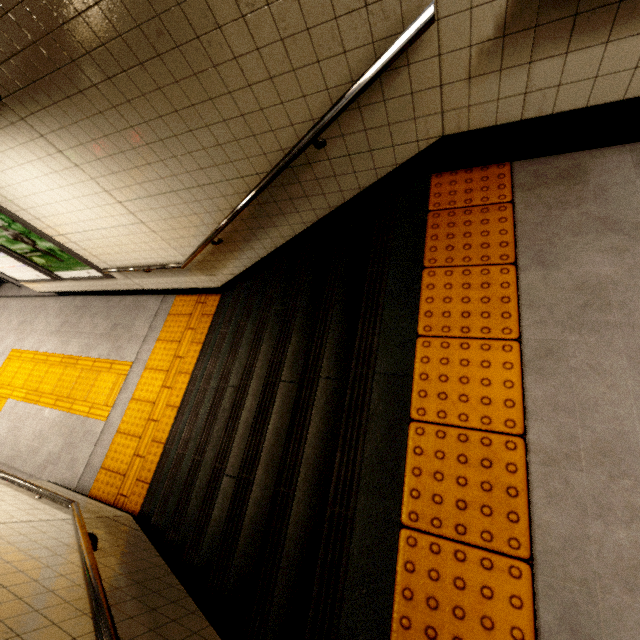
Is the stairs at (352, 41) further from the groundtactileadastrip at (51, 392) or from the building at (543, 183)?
the groundtactileadastrip at (51, 392)

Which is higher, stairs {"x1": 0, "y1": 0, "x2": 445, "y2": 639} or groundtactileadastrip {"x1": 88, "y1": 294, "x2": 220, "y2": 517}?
stairs {"x1": 0, "y1": 0, "x2": 445, "y2": 639}

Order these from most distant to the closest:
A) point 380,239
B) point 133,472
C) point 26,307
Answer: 1. point 26,307
2. point 133,472
3. point 380,239

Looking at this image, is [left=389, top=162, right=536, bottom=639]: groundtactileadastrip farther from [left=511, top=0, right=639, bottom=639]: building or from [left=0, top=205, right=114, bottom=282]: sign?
[left=0, top=205, right=114, bottom=282]: sign

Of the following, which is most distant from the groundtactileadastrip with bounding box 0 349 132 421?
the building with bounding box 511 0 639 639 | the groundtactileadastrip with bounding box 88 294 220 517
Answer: the building with bounding box 511 0 639 639

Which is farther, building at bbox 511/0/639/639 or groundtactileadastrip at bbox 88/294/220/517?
groundtactileadastrip at bbox 88/294/220/517

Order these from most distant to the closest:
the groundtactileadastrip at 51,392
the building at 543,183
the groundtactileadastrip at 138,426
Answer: the groundtactileadastrip at 51,392
the groundtactileadastrip at 138,426
the building at 543,183

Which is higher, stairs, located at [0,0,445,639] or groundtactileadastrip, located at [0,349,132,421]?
stairs, located at [0,0,445,639]
